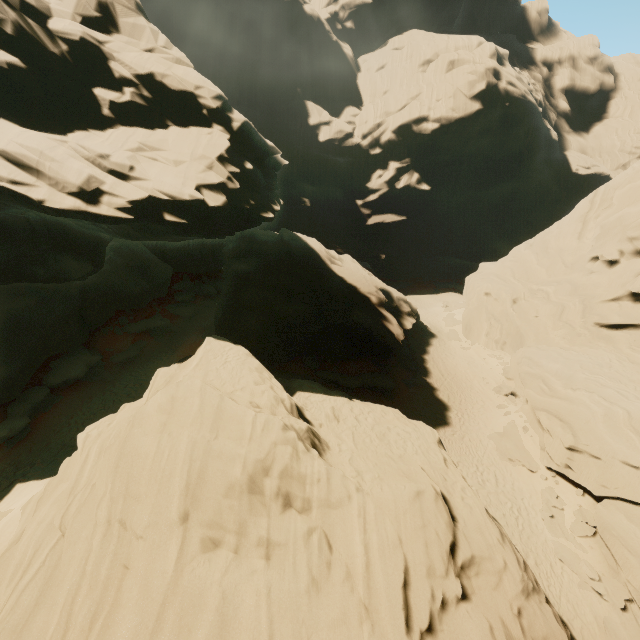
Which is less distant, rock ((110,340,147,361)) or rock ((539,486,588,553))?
rock ((539,486,588,553))

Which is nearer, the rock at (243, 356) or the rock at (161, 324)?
the rock at (243, 356)

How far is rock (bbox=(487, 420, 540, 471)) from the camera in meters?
20.7

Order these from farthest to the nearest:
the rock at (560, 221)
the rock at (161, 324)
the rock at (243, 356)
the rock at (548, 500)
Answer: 1. the rock at (161, 324)
2. the rock at (548, 500)
3. the rock at (560, 221)
4. the rock at (243, 356)

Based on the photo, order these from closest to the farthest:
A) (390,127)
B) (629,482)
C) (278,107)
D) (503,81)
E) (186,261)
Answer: (629,482), (186,261), (503,81), (390,127), (278,107)

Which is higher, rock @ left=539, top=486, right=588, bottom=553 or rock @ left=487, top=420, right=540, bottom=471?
rock @ left=487, top=420, right=540, bottom=471
